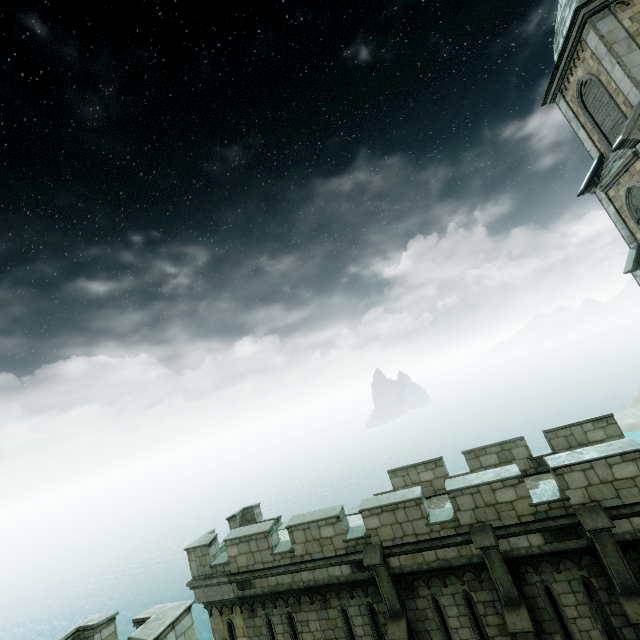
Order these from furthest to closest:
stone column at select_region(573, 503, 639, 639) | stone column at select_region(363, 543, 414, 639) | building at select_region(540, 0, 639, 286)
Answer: building at select_region(540, 0, 639, 286) < stone column at select_region(363, 543, 414, 639) < stone column at select_region(573, 503, 639, 639)

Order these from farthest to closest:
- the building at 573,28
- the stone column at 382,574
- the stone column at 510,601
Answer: the building at 573,28 < the stone column at 382,574 < the stone column at 510,601

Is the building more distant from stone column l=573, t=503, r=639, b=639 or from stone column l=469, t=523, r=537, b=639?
stone column l=573, t=503, r=639, b=639

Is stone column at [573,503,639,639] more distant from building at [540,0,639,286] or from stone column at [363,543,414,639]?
building at [540,0,639,286]

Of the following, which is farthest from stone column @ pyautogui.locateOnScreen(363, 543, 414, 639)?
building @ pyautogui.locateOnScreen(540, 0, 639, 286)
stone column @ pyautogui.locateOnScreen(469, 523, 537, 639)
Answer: building @ pyautogui.locateOnScreen(540, 0, 639, 286)

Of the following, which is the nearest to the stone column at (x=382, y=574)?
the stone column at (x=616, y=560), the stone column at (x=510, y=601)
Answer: the stone column at (x=510, y=601)

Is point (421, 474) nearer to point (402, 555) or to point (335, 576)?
point (402, 555)

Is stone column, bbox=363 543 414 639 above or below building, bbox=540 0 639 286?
below
